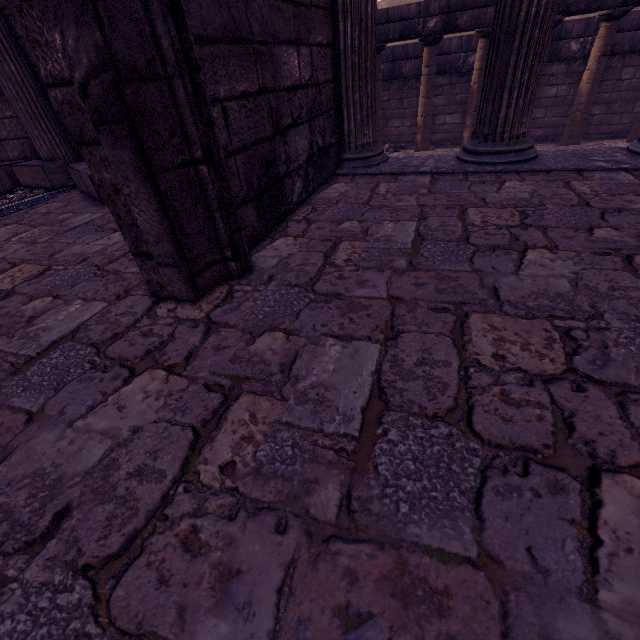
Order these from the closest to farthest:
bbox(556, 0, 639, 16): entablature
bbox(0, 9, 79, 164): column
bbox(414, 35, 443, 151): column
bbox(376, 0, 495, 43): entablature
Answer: bbox(0, 9, 79, 164): column → bbox(556, 0, 639, 16): entablature → bbox(376, 0, 495, 43): entablature → bbox(414, 35, 443, 151): column

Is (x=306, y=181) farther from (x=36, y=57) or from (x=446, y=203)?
(x=36, y=57)

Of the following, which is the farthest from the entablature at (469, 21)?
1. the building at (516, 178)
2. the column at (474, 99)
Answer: the building at (516, 178)

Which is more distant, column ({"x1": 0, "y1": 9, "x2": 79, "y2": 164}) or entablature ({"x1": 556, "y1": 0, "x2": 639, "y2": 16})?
entablature ({"x1": 556, "y1": 0, "x2": 639, "y2": 16})

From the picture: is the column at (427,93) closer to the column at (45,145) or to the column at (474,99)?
the column at (474,99)

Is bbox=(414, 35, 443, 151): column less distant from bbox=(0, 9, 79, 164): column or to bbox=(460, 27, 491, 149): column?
bbox=(460, 27, 491, 149): column

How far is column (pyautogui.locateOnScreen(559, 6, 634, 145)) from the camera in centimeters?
584cm

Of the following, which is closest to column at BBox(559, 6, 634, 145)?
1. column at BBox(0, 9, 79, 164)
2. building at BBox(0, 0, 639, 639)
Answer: building at BBox(0, 0, 639, 639)
